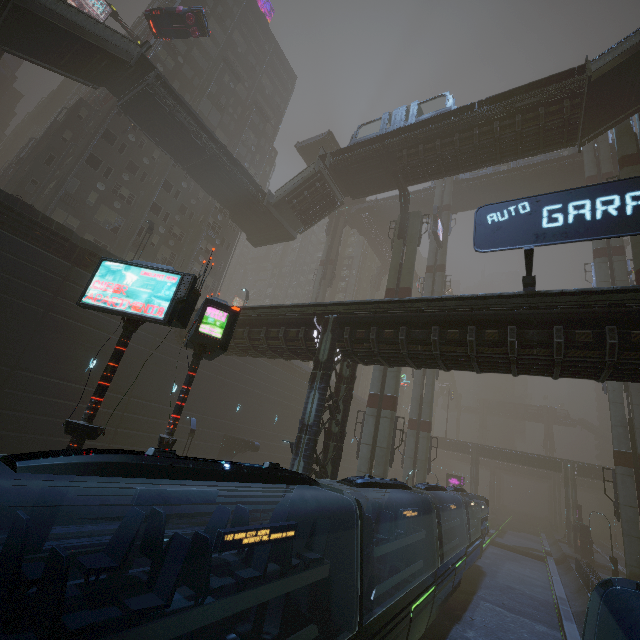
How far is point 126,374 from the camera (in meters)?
20.27

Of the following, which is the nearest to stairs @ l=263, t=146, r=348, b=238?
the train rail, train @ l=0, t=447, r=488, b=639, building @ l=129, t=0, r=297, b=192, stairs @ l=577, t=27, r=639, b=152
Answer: building @ l=129, t=0, r=297, b=192

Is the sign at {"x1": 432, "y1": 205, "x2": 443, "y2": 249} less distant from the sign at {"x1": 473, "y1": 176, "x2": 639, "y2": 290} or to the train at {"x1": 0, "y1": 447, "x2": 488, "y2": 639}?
the train at {"x1": 0, "y1": 447, "x2": 488, "y2": 639}

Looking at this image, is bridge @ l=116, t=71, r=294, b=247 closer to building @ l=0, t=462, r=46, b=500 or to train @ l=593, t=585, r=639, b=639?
building @ l=0, t=462, r=46, b=500

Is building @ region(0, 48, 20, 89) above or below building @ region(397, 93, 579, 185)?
above

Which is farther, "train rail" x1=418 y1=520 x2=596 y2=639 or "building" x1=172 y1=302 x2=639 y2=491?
"train rail" x1=418 y1=520 x2=596 y2=639

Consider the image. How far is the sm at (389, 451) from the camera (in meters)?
22.05

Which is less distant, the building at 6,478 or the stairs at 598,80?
the building at 6,478
